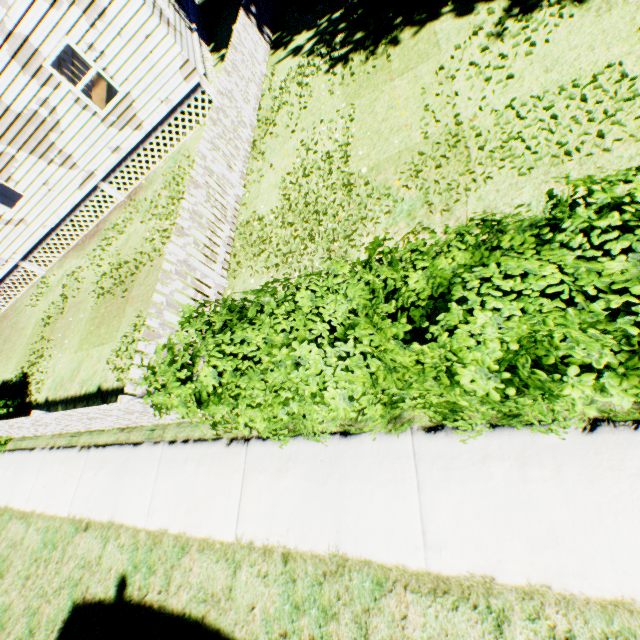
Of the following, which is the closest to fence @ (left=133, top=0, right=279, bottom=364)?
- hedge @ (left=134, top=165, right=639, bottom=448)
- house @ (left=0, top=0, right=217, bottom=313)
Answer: hedge @ (left=134, top=165, right=639, bottom=448)

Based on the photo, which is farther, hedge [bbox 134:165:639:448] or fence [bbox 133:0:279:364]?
fence [bbox 133:0:279:364]

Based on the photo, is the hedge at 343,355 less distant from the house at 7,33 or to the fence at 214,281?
the fence at 214,281

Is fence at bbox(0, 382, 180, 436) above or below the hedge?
below

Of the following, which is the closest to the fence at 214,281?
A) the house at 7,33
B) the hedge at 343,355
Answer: the hedge at 343,355

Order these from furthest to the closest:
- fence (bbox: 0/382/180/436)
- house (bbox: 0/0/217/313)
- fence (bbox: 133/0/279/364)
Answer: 1. house (bbox: 0/0/217/313)
2. fence (bbox: 133/0/279/364)
3. fence (bbox: 0/382/180/436)

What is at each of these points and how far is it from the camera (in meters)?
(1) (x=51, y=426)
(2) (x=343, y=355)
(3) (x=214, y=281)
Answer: (1) fence, 6.14
(2) hedge, 2.11
(3) fence, 5.88
